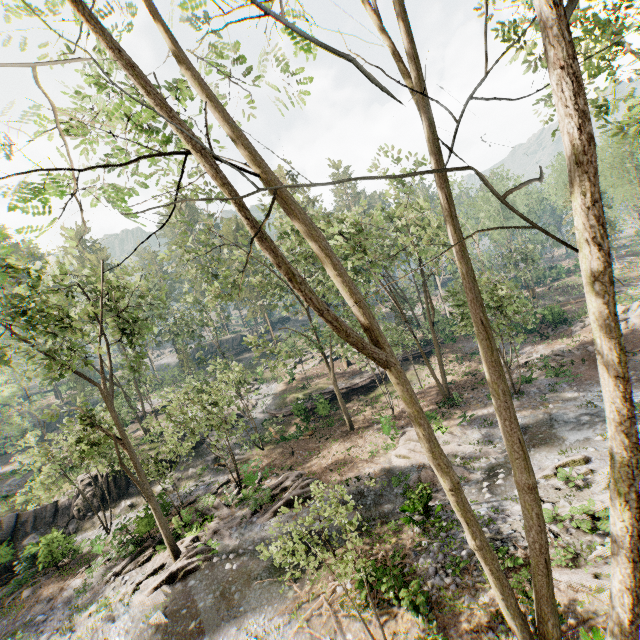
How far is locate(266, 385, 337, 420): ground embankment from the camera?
30.94m

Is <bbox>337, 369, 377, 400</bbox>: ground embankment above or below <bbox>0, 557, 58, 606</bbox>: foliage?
above

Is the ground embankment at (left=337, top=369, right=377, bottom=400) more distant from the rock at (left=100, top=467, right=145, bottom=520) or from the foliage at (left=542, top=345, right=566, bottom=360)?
the rock at (left=100, top=467, right=145, bottom=520)

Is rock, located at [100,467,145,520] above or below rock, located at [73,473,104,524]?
below

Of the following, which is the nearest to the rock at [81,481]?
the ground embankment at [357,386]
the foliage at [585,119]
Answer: the foliage at [585,119]

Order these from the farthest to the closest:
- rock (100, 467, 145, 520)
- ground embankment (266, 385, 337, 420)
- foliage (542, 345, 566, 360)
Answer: ground embankment (266, 385, 337, 420), foliage (542, 345, 566, 360), rock (100, 467, 145, 520)

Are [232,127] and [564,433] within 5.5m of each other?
no
